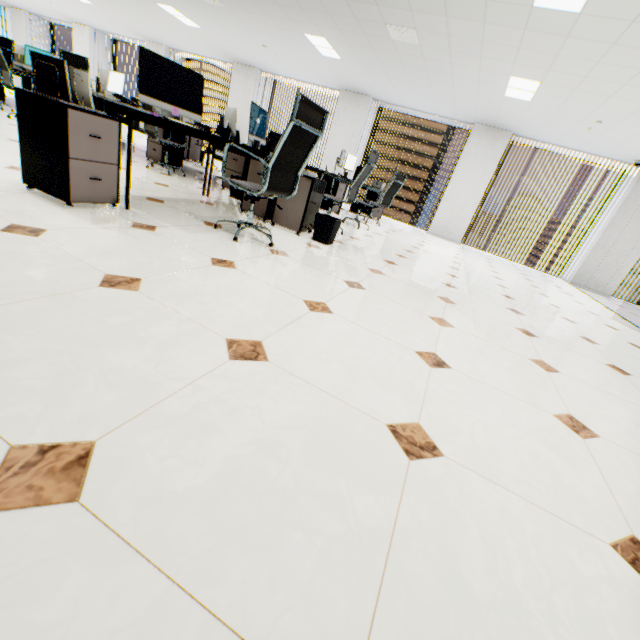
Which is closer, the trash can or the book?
the book

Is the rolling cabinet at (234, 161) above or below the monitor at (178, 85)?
below

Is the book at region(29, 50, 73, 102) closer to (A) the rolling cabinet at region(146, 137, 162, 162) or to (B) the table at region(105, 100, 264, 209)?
(B) the table at region(105, 100, 264, 209)

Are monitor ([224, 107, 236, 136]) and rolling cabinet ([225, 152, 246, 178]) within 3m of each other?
yes

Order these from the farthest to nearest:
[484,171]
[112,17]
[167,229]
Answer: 1. [112,17]
2. [484,171]
3. [167,229]

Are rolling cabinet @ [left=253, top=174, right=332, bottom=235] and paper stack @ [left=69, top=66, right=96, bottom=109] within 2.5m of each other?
yes

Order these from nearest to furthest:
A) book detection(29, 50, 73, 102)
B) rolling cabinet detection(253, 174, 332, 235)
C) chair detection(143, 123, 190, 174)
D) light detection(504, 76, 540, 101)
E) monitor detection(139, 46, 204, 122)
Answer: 1. book detection(29, 50, 73, 102)
2. monitor detection(139, 46, 204, 122)
3. rolling cabinet detection(253, 174, 332, 235)
4. chair detection(143, 123, 190, 174)
5. light detection(504, 76, 540, 101)

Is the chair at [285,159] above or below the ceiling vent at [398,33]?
below
